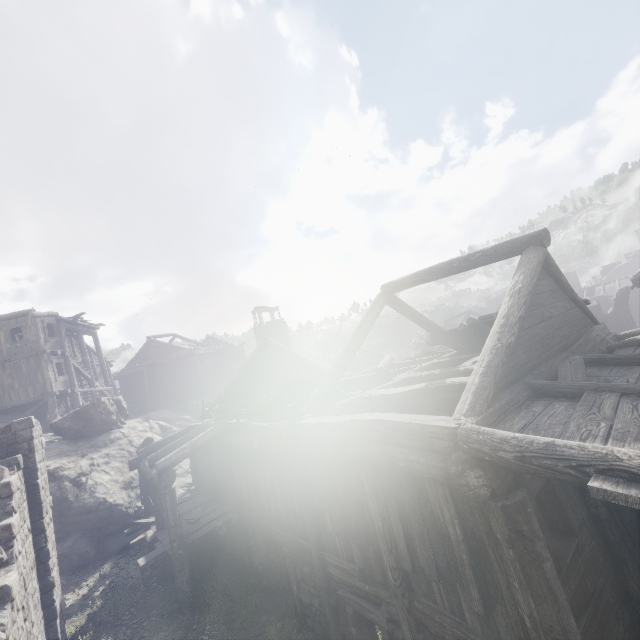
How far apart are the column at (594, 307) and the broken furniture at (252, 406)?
34.5 meters

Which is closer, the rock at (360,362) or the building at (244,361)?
the building at (244,361)

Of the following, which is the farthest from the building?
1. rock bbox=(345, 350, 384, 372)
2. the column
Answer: the column

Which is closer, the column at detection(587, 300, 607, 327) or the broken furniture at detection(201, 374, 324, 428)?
the broken furniture at detection(201, 374, 324, 428)

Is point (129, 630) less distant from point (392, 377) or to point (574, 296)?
point (392, 377)

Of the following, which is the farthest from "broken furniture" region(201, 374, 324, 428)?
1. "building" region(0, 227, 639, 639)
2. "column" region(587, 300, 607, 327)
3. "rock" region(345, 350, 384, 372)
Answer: "column" region(587, 300, 607, 327)
